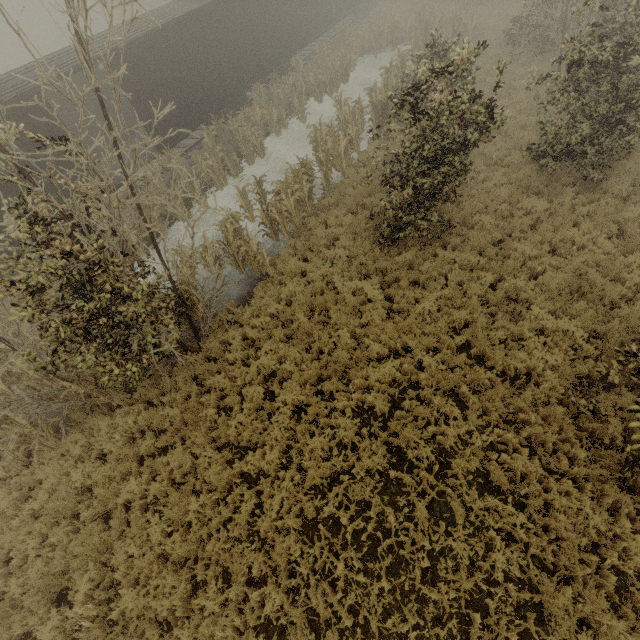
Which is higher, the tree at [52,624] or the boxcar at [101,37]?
the boxcar at [101,37]

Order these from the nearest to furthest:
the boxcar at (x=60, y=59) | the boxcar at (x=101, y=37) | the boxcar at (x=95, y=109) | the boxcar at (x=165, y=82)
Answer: the boxcar at (x=60, y=59) < the boxcar at (x=101, y=37) < the boxcar at (x=165, y=82) < the boxcar at (x=95, y=109)

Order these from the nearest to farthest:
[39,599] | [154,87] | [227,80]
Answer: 1. [39,599]
2. [154,87]
3. [227,80]

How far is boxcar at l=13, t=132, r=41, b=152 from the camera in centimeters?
1012cm

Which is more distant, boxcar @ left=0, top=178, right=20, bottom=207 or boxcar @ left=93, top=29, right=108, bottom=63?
boxcar @ left=93, top=29, right=108, bottom=63

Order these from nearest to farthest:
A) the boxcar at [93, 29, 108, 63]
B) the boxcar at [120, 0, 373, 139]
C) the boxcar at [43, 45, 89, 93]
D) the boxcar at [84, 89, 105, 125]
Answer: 1. the boxcar at [43, 45, 89, 93]
2. the boxcar at [93, 29, 108, 63]
3. the boxcar at [120, 0, 373, 139]
4. the boxcar at [84, 89, 105, 125]
